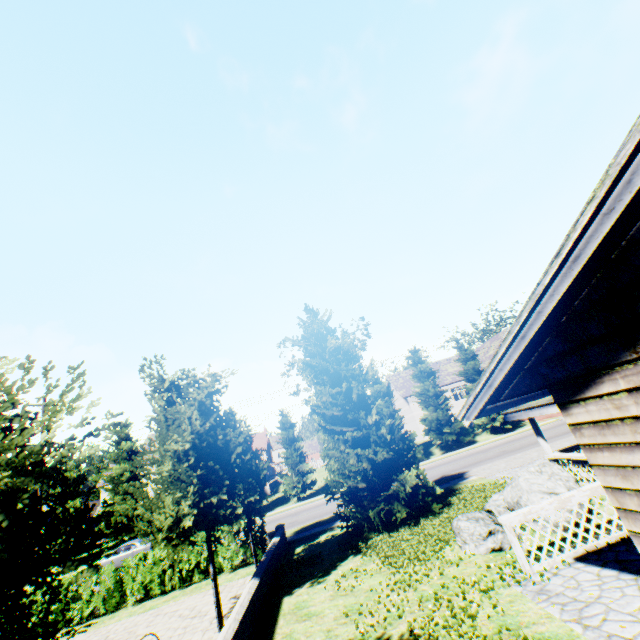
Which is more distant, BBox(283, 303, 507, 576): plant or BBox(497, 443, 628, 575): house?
BBox(283, 303, 507, 576): plant

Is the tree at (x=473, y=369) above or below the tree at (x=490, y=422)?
above

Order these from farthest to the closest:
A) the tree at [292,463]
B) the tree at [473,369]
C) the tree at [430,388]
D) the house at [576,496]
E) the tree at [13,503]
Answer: the tree at [473,369] → the tree at [430,388] → the tree at [292,463] → the house at [576,496] → the tree at [13,503]

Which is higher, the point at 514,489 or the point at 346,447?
the point at 346,447

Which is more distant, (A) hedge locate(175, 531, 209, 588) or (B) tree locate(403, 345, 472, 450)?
(B) tree locate(403, 345, 472, 450)

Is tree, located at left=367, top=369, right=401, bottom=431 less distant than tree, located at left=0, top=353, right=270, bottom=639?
No

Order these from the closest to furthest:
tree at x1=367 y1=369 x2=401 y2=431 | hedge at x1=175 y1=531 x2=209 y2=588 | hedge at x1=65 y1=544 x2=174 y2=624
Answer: hedge at x1=65 y1=544 x2=174 y2=624, hedge at x1=175 y1=531 x2=209 y2=588, tree at x1=367 y1=369 x2=401 y2=431
